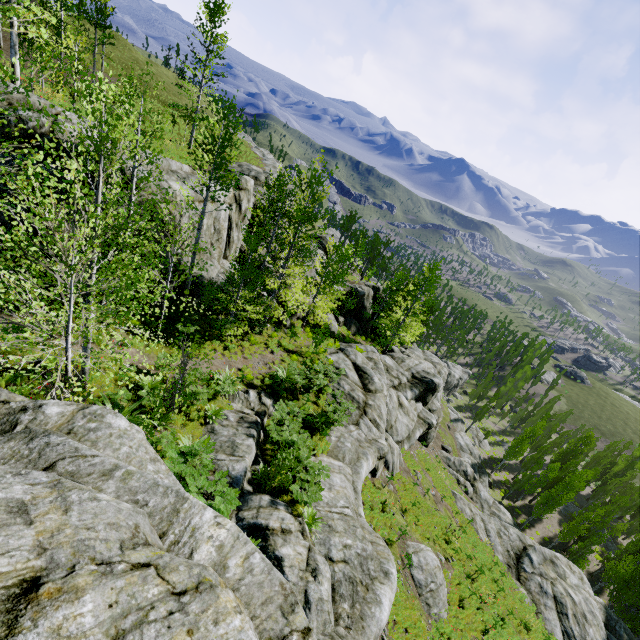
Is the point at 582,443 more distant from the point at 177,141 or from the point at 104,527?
the point at 177,141

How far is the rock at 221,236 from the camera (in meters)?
19.16

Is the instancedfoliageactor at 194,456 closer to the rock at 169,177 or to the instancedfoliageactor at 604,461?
the rock at 169,177

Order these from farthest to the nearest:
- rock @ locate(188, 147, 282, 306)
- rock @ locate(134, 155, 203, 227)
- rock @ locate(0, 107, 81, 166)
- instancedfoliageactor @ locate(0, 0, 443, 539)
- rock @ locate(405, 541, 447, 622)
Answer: rock @ locate(188, 147, 282, 306)
rock @ locate(134, 155, 203, 227)
rock @ locate(405, 541, 447, 622)
rock @ locate(0, 107, 81, 166)
instancedfoliageactor @ locate(0, 0, 443, 539)

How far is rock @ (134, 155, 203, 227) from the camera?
15.2m

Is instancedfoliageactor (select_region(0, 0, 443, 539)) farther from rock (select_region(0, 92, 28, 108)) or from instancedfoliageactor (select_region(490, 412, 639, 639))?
instancedfoliageactor (select_region(490, 412, 639, 639))

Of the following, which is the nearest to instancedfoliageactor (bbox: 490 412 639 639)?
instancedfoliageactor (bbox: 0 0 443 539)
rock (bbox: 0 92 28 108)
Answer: rock (bbox: 0 92 28 108)
